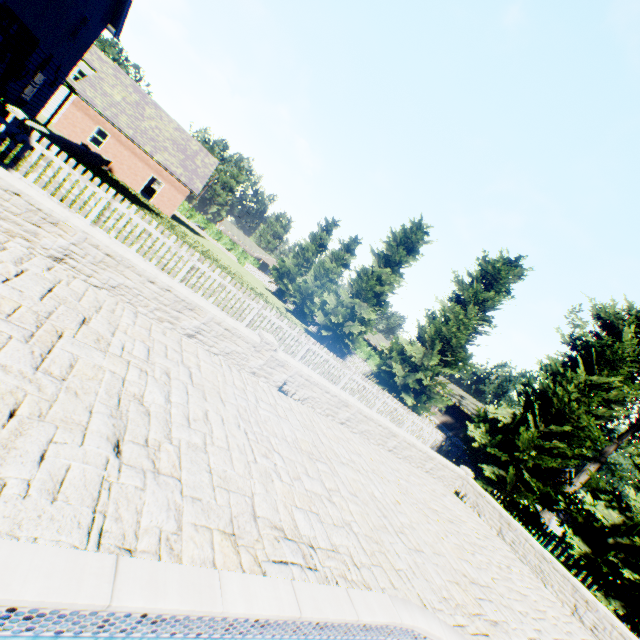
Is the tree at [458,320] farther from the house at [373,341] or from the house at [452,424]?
the house at [452,424]

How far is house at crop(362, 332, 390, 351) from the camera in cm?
4945

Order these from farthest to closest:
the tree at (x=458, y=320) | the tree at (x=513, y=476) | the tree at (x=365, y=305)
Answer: the tree at (x=365, y=305) < the tree at (x=458, y=320) < the tree at (x=513, y=476)

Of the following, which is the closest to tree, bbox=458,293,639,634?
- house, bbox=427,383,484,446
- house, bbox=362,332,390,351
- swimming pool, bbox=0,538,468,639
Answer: house, bbox=362,332,390,351

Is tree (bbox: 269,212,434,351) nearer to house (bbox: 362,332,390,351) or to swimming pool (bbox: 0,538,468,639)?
house (bbox: 362,332,390,351)

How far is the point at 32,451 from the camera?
2.43m

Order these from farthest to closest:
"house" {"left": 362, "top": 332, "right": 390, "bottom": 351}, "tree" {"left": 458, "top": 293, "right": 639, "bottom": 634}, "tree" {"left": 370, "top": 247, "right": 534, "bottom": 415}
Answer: "house" {"left": 362, "top": 332, "right": 390, "bottom": 351}, "tree" {"left": 370, "top": 247, "right": 534, "bottom": 415}, "tree" {"left": 458, "top": 293, "right": 639, "bottom": 634}
